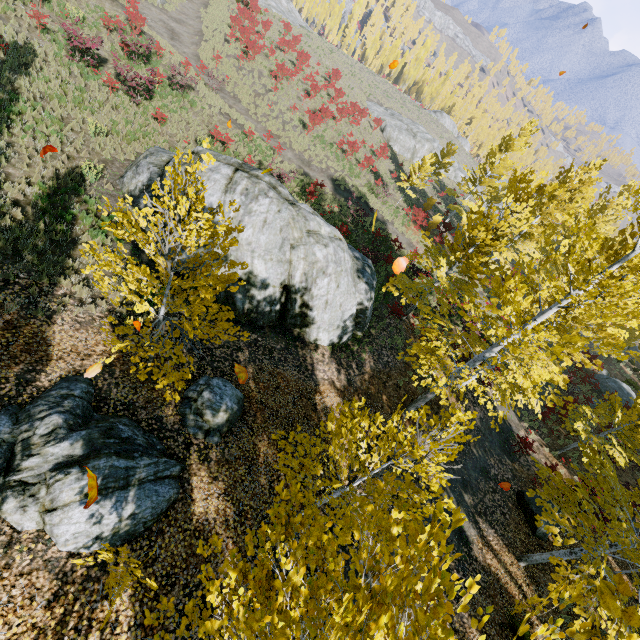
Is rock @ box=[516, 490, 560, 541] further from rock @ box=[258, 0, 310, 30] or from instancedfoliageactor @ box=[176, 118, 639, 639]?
rock @ box=[258, 0, 310, 30]

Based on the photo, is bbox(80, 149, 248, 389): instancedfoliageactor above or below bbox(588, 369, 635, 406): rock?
above

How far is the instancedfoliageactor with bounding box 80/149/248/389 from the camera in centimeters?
476cm

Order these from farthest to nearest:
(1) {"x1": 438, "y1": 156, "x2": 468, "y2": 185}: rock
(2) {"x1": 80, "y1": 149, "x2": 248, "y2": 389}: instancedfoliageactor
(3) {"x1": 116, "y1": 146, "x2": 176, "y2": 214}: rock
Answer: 1. (1) {"x1": 438, "y1": 156, "x2": 468, "y2": 185}: rock
2. (3) {"x1": 116, "y1": 146, "x2": 176, "y2": 214}: rock
3. (2) {"x1": 80, "y1": 149, "x2": 248, "y2": 389}: instancedfoliageactor

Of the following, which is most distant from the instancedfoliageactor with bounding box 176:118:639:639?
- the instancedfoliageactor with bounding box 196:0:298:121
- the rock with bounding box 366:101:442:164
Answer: the instancedfoliageactor with bounding box 196:0:298:121

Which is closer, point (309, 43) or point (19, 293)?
point (19, 293)

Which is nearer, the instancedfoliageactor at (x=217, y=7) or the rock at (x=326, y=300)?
the rock at (x=326, y=300)

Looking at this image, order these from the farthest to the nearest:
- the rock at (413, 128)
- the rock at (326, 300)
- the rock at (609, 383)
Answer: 1. the rock at (413, 128)
2. the rock at (609, 383)
3. the rock at (326, 300)
